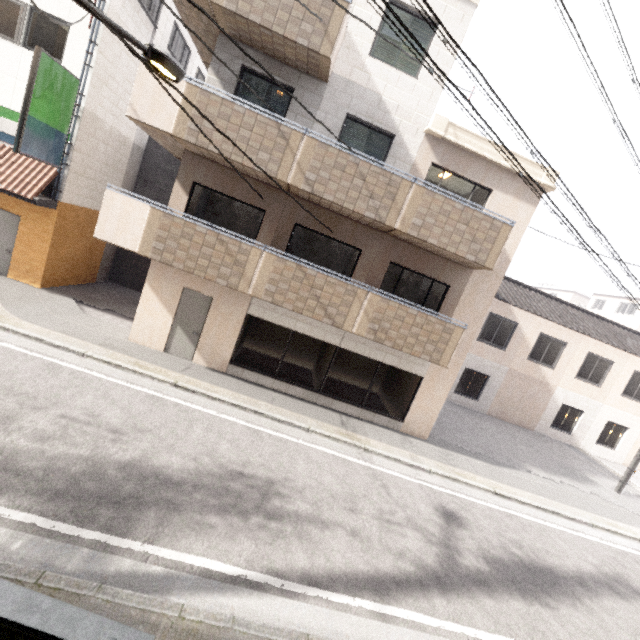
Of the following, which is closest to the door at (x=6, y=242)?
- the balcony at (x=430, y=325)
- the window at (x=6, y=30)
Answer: the balcony at (x=430, y=325)

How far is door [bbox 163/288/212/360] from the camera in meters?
9.5 m

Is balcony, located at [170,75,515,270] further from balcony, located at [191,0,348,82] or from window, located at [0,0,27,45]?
window, located at [0,0,27,45]

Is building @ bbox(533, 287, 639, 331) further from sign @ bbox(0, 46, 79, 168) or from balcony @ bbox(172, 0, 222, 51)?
sign @ bbox(0, 46, 79, 168)

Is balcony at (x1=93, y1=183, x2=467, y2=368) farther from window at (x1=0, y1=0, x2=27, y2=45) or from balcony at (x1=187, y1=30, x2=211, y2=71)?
window at (x1=0, y1=0, x2=27, y2=45)

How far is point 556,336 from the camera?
16.58m

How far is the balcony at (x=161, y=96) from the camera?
7.5m

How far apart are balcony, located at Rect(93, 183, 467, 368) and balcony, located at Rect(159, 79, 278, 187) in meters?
1.6
